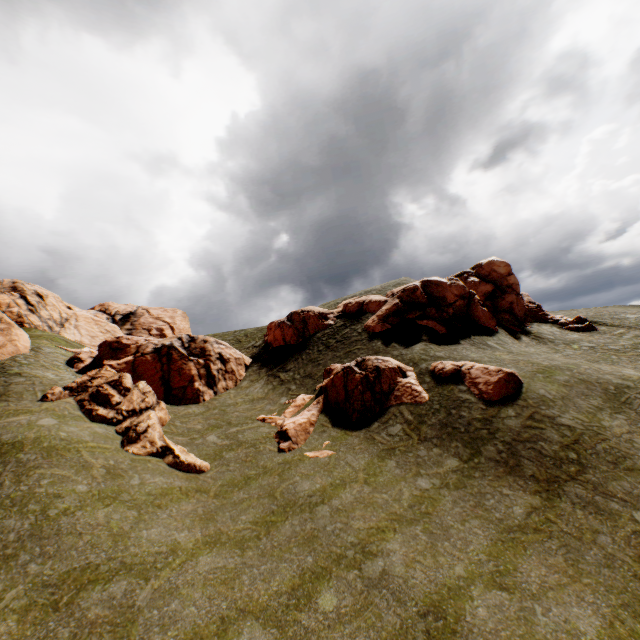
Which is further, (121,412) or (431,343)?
(431,343)

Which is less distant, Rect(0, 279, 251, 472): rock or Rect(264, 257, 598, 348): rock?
Rect(0, 279, 251, 472): rock

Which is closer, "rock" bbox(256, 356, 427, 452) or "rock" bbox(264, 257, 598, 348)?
"rock" bbox(256, 356, 427, 452)

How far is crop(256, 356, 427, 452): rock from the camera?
19.6 meters

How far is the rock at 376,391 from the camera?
19.56m

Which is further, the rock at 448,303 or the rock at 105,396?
the rock at 448,303
